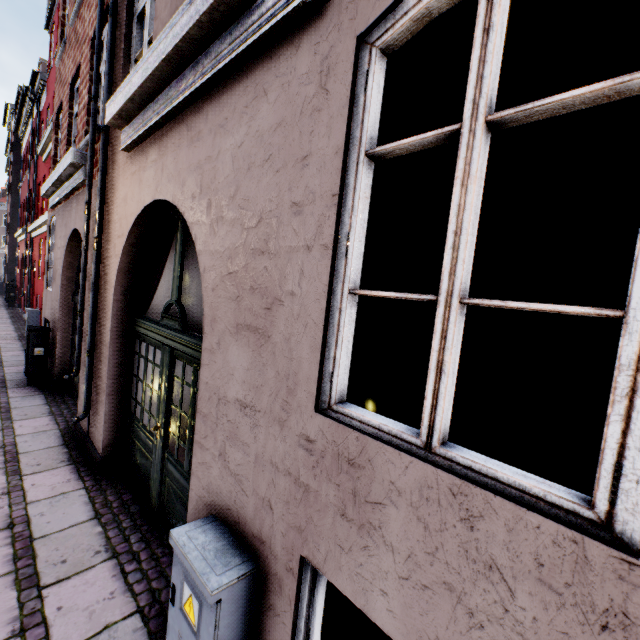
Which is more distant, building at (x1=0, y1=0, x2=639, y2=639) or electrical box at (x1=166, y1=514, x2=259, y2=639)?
electrical box at (x1=166, y1=514, x2=259, y2=639)

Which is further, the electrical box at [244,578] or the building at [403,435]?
the electrical box at [244,578]

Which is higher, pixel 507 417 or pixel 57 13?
pixel 57 13
